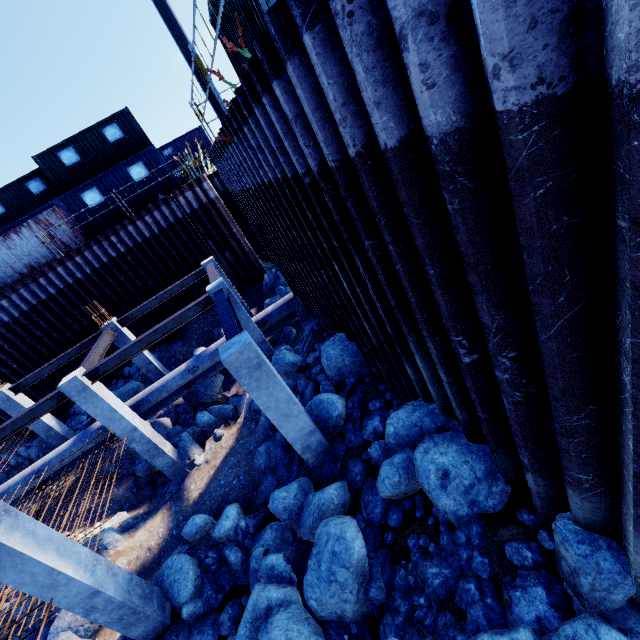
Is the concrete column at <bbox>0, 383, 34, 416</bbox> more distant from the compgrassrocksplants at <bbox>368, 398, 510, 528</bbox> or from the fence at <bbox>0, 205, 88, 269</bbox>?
the compgrassrocksplants at <bbox>368, 398, 510, 528</bbox>

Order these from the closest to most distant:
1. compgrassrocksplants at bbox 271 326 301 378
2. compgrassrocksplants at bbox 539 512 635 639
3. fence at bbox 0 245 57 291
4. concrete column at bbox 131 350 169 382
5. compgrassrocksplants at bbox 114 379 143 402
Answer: compgrassrocksplants at bbox 539 512 635 639
compgrassrocksplants at bbox 271 326 301 378
concrete column at bbox 131 350 169 382
compgrassrocksplants at bbox 114 379 143 402
fence at bbox 0 245 57 291

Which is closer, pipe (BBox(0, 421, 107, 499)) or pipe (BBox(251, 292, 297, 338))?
pipe (BBox(0, 421, 107, 499))

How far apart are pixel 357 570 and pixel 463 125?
5.4m

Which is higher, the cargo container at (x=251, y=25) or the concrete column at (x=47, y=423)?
the cargo container at (x=251, y=25)

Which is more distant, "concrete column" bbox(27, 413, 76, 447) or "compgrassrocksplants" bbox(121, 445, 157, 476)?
"concrete column" bbox(27, 413, 76, 447)

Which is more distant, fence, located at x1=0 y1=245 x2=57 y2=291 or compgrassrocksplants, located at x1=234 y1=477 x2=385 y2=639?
fence, located at x1=0 y1=245 x2=57 y2=291

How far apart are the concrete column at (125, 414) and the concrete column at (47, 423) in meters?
6.2 m
